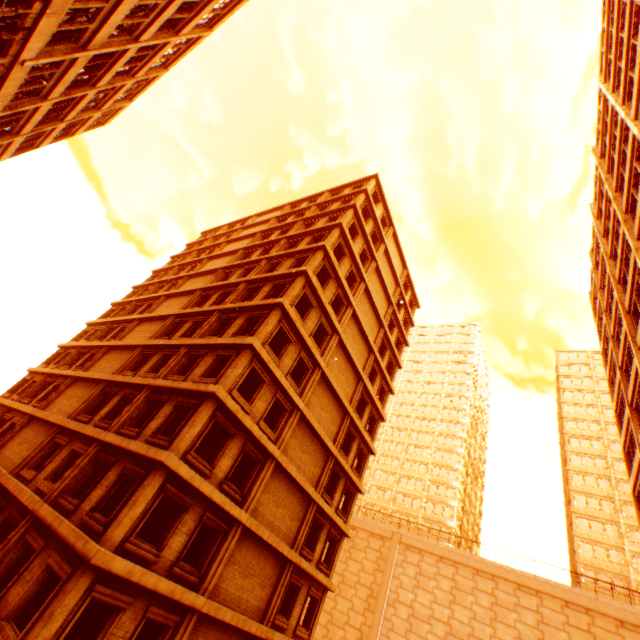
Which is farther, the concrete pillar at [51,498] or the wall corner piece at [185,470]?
the concrete pillar at [51,498]

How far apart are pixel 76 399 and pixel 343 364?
17.0m

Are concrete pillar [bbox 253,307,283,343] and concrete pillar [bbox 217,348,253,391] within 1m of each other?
yes

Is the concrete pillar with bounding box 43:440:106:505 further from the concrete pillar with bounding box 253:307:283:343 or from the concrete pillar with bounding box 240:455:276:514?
the concrete pillar with bounding box 253:307:283:343

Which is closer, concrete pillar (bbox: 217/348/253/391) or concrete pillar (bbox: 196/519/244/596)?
concrete pillar (bbox: 196/519/244/596)

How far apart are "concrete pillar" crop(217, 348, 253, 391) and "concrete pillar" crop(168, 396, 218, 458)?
0.4 meters

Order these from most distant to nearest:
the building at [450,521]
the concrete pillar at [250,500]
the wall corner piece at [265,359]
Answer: the building at [450,521] → the wall corner piece at [265,359] → the concrete pillar at [250,500]

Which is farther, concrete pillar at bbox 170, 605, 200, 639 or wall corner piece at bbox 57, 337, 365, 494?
wall corner piece at bbox 57, 337, 365, 494
